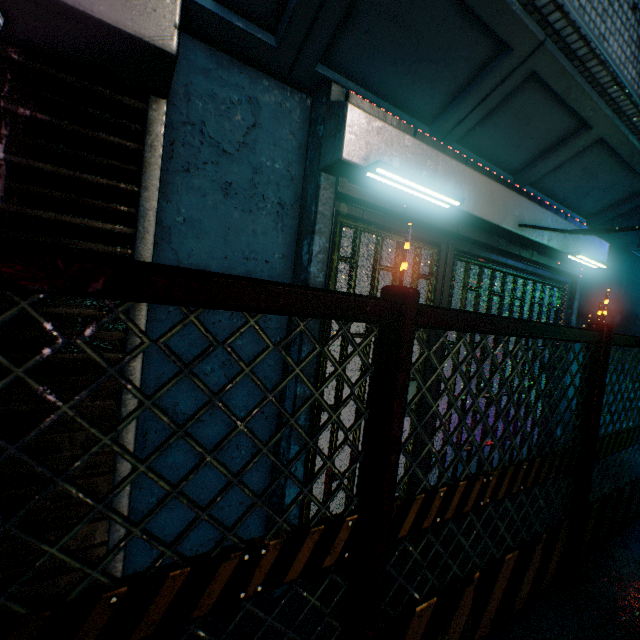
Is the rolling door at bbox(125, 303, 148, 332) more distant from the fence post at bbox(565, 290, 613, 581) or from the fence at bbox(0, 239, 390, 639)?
the fence post at bbox(565, 290, 613, 581)

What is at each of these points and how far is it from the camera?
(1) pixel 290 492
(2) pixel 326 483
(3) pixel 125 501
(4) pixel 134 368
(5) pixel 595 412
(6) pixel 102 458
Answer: (1) storefront, 1.9m
(2) storefront, 2.1m
(3) rolling door, 1.4m
(4) rolling door, 1.3m
(5) fence post, 2.2m
(6) rolling door, 1.3m

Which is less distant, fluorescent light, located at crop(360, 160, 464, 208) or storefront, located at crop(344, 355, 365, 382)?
fluorescent light, located at crop(360, 160, 464, 208)

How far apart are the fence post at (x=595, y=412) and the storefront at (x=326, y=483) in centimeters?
76cm

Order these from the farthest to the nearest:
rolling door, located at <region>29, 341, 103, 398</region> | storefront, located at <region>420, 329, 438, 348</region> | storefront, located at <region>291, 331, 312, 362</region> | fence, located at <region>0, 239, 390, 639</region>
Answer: storefront, located at <region>420, 329, 438, 348</region>, storefront, located at <region>291, 331, 312, 362</region>, rolling door, located at <region>29, 341, 103, 398</region>, fence, located at <region>0, 239, 390, 639</region>

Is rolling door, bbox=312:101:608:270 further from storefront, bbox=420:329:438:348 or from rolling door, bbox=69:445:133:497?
rolling door, bbox=69:445:133:497

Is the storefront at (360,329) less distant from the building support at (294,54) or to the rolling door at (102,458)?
the building support at (294,54)

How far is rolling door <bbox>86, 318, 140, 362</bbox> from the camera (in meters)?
1.28
